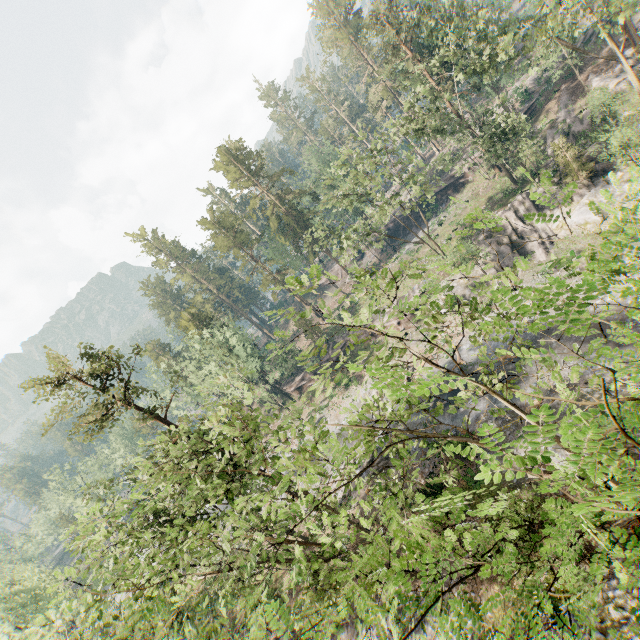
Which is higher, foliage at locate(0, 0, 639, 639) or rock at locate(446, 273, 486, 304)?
foliage at locate(0, 0, 639, 639)

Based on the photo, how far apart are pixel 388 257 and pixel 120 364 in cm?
4468

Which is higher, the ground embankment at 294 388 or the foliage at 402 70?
the foliage at 402 70

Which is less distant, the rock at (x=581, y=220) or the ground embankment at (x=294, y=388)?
the rock at (x=581, y=220)

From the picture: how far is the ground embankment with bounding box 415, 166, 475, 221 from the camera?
49.1m

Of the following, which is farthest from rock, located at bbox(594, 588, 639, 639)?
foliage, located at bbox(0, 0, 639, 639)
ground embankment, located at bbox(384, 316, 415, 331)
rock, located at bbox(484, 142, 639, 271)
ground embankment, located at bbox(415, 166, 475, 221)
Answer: ground embankment, located at bbox(415, 166, 475, 221)

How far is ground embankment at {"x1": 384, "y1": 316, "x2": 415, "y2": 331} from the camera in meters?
41.3 m

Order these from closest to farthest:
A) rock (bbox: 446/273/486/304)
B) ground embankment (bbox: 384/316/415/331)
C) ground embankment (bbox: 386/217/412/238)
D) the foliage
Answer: the foliage → rock (bbox: 446/273/486/304) → ground embankment (bbox: 384/316/415/331) → ground embankment (bbox: 386/217/412/238)
